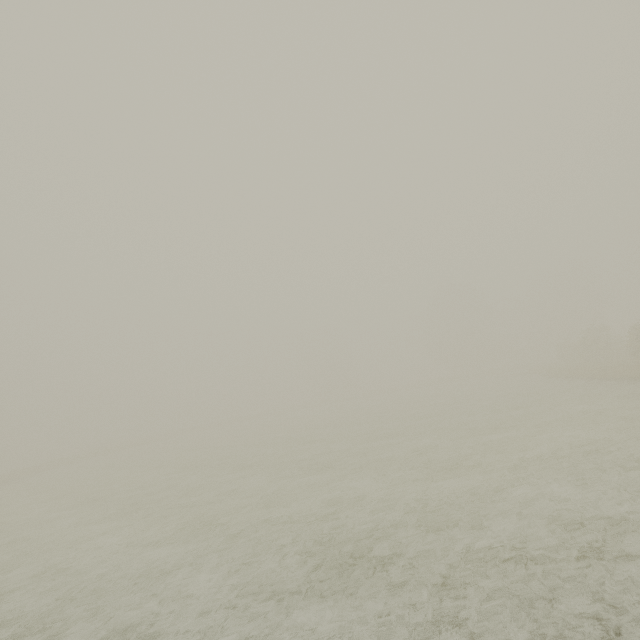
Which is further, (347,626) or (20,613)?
(20,613)
